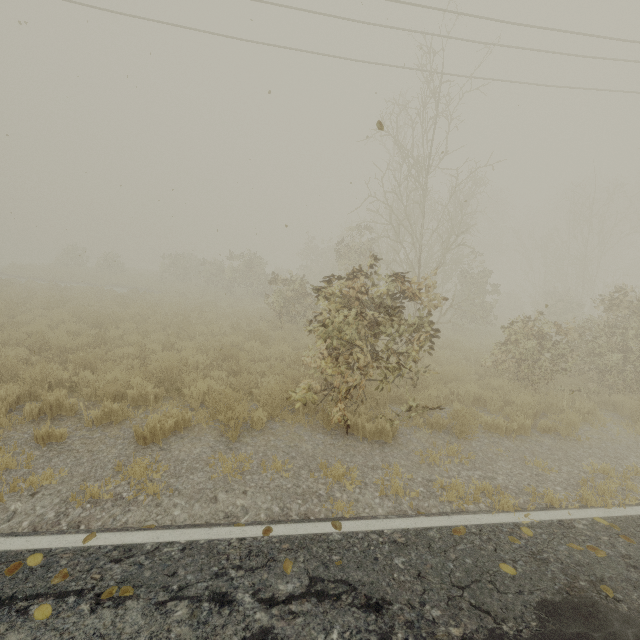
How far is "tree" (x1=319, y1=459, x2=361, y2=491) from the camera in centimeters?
459cm

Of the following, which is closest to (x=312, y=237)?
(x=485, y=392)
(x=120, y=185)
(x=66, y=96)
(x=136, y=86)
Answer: (x=66, y=96)

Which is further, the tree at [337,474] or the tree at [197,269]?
the tree at [197,269]

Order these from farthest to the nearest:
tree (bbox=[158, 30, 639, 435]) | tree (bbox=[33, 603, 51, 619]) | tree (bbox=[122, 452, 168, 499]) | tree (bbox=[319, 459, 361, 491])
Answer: tree (bbox=[158, 30, 639, 435]) < tree (bbox=[319, 459, 361, 491]) < tree (bbox=[122, 452, 168, 499]) < tree (bbox=[33, 603, 51, 619])

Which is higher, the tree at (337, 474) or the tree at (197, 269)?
the tree at (197, 269)

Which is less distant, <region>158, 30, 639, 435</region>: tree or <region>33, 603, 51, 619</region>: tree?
<region>33, 603, 51, 619</region>: tree

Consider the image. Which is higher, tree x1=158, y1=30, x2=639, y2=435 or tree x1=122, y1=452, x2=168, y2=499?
tree x1=158, y1=30, x2=639, y2=435
